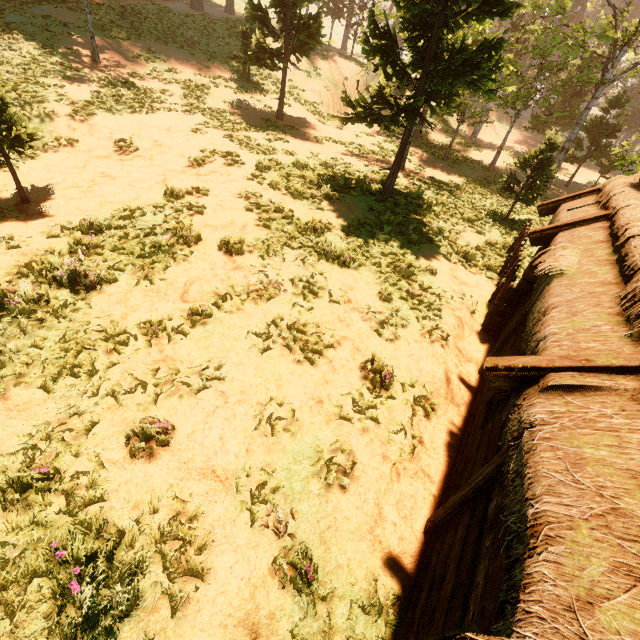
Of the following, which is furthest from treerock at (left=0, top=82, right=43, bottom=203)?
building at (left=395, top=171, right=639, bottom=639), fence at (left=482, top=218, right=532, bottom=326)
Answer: fence at (left=482, top=218, right=532, bottom=326)

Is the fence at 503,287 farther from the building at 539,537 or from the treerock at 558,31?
the treerock at 558,31

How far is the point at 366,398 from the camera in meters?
6.0 m

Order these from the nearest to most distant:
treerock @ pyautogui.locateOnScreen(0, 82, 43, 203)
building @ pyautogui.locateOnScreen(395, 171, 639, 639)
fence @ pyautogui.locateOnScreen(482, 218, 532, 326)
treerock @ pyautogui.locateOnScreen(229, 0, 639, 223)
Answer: building @ pyautogui.locateOnScreen(395, 171, 639, 639) < treerock @ pyautogui.locateOnScreen(0, 82, 43, 203) < fence @ pyautogui.locateOnScreen(482, 218, 532, 326) < treerock @ pyautogui.locateOnScreen(229, 0, 639, 223)

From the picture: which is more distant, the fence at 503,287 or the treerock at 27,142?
the fence at 503,287

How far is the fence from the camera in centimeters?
793cm

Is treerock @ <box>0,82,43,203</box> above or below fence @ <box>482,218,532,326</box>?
above

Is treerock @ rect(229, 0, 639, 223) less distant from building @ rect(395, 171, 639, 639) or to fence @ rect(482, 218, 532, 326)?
building @ rect(395, 171, 639, 639)
